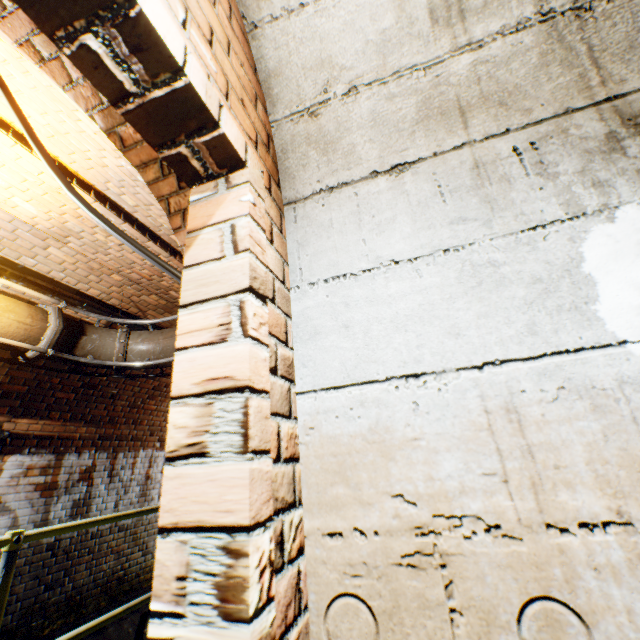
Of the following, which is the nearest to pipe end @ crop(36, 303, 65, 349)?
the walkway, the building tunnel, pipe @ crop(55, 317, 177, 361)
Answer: pipe @ crop(55, 317, 177, 361)

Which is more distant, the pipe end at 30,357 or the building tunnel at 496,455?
the pipe end at 30,357

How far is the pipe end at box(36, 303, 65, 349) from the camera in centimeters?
298cm

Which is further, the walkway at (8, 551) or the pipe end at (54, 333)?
the pipe end at (54, 333)

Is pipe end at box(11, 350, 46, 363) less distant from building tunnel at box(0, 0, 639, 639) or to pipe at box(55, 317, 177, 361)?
pipe at box(55, 317, 177, 361)

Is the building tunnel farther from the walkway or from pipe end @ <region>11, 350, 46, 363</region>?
pipe end @ <region>11, 350, 46, 363</region>

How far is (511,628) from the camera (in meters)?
0.59

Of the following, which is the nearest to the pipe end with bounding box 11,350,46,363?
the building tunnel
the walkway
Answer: the building tunnel
